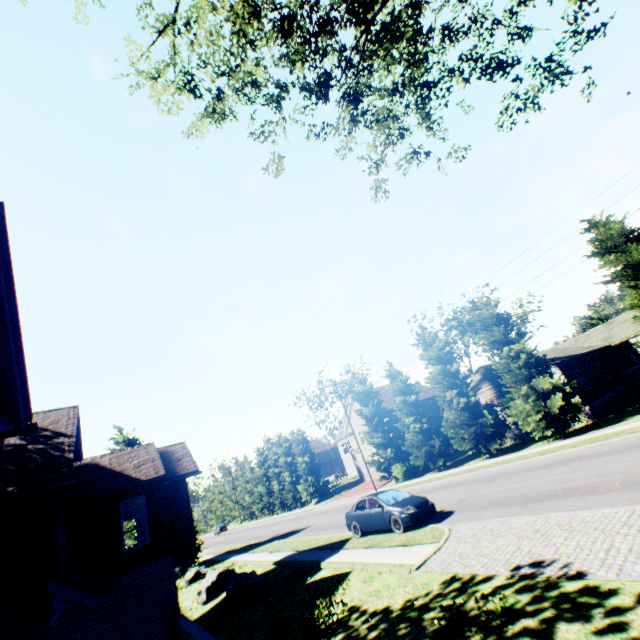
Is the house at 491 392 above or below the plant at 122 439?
below

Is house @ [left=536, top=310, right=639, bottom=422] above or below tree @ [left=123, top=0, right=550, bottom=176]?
below

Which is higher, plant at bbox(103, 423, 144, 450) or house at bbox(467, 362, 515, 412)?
plant at bbox(103, 423, 144, 450)

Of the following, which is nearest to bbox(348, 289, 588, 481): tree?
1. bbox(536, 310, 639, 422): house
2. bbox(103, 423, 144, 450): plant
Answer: bbox(536, 310, 639, 422): house

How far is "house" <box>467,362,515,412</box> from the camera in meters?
27.4

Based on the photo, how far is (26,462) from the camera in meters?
11.2

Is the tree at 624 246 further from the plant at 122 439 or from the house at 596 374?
the plant at 122 439

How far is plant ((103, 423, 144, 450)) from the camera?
31.46m
